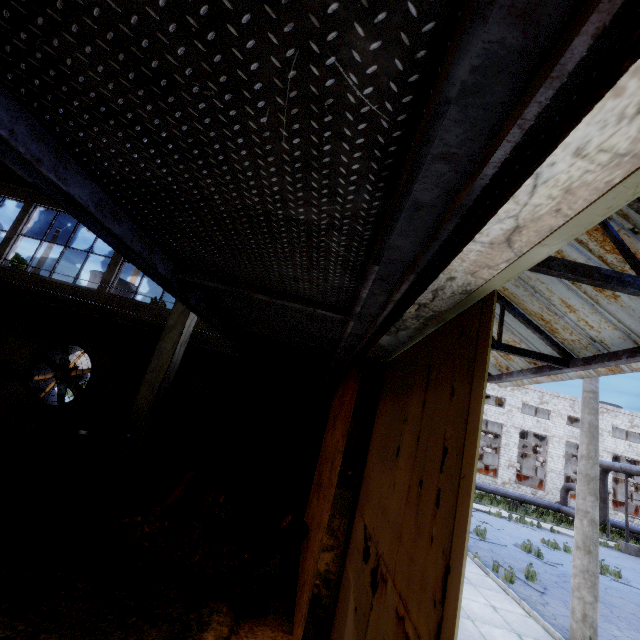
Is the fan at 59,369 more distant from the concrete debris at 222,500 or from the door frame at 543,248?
the door frame at 543,248

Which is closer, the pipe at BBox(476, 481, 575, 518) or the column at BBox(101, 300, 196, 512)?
the column at BBox(101, 300, 196, 512)

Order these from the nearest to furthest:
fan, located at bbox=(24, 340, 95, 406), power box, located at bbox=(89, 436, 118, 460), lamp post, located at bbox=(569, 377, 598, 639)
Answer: lamp post, located at bbox=(569, 377, 598, 639)
power box, located at bbox=(89, 436, 118, 460)
fan, located at bbox=(24, 340, 95, 406)

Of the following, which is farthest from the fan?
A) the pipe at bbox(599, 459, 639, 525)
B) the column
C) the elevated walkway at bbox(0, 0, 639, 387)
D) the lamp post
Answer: the pipe at bbox(599, 459, 639, 525)

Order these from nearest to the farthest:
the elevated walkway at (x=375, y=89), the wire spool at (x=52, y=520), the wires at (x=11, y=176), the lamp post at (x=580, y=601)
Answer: the elevated walkway at (x=375, y=89)
the wire spool at (x=52, y=520)
the lamp post at (x=580, y=601)
the wires at (x=11, y=176)

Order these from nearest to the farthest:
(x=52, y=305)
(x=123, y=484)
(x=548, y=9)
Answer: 1. (x=548, y=9)
2. (x=123, y=484)
3. (x=52, y=305)

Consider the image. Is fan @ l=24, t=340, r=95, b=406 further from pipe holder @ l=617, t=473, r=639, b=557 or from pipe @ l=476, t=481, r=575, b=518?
pipe holder @ l=617, t=473, r=639, b=557

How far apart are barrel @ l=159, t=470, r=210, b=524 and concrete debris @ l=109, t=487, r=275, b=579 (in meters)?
0.01
